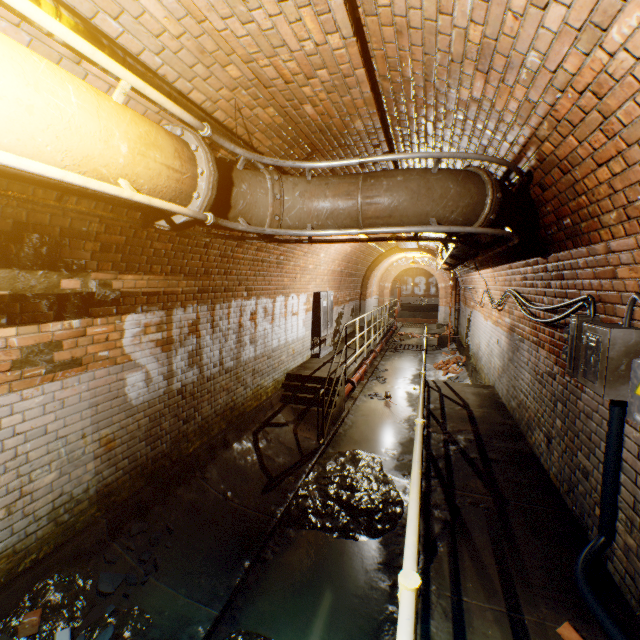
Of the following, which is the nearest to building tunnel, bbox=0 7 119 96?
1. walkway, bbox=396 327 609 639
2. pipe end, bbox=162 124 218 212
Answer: walkway, bbox=396 327 609 639

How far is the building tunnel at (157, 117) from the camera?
2.37m

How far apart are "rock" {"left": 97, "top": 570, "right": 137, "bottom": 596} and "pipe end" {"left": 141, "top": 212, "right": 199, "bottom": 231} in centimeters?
331cm

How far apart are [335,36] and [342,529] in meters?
5.0 m

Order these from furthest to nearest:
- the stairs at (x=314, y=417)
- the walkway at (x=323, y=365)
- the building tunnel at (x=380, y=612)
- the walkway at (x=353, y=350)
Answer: the walkway at (x=353, y=350) < the walkway at (x=323, y=365) < the stairs at (x=314, y=417) < the building tunnel at (x=380, y=612)

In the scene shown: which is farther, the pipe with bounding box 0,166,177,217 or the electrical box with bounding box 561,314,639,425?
the electrical box with bounding box 561,314,639,425

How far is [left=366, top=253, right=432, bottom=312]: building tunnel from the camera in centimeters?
1766cm

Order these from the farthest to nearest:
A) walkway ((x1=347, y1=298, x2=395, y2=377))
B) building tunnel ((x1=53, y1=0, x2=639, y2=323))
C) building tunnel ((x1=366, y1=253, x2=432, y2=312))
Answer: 1. building tunnel ((x1=366, y1=253, x2=432, y2=312))
2. walkway ((x1=347, y1=298, x2=395, y2=377))
3. building tunnel ((x1=53, y1=0, x2=639, y2=323))
